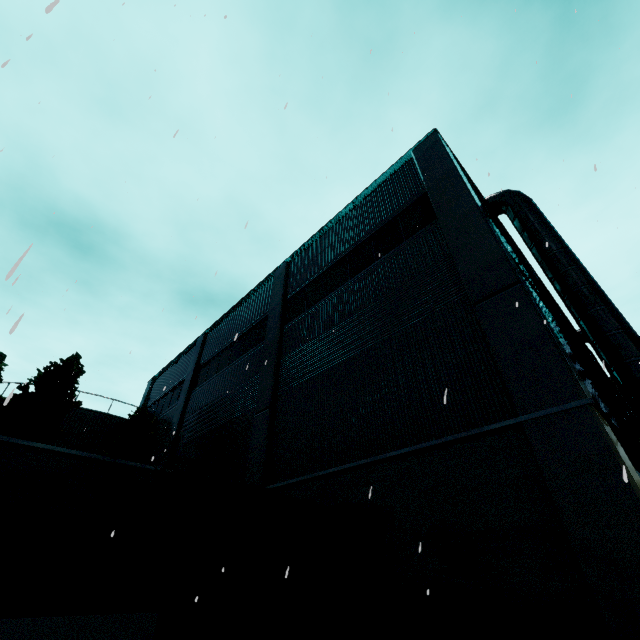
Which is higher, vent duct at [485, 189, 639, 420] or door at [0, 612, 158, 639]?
vent duct at [485, 189, 639, 420]

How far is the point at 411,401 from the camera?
7.0 meters

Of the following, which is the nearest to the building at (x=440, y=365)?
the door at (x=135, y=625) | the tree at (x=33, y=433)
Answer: the door at (x=135, y=625)

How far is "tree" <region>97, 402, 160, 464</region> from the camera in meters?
16.7 m

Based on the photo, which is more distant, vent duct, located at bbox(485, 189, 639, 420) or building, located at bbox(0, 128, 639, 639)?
vent duct, located at bbox(485, 189, 639, 420)

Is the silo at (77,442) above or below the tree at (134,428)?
above

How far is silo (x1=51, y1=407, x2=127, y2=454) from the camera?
20.4m

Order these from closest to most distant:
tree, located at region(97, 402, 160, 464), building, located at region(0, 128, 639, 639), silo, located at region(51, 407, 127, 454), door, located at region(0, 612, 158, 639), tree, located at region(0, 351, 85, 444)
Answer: building, located at region(0, 128, 639, 639) < door, located at region(0, 612, 158, 639) < tree, located at region(0, 351, 85, 444) < tree, located at region(97, 402, 160, 464) < silo, located at region(51, 407, 127, 454)
